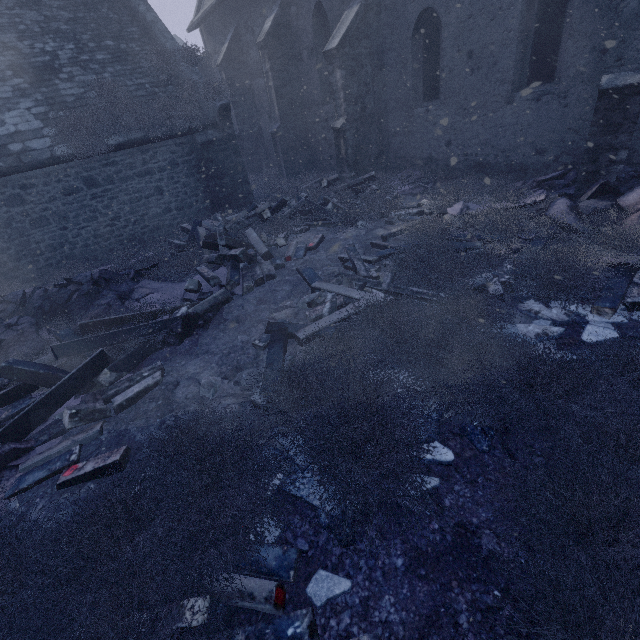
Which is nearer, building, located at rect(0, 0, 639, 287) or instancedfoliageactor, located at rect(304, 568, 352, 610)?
instancedfoliageactor, located at rect(304, 568, 352, 610)

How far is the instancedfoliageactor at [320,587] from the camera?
2.2 meters

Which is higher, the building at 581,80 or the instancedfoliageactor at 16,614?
the building at 581,80

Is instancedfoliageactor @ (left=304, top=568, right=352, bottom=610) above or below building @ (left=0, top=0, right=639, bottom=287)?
below

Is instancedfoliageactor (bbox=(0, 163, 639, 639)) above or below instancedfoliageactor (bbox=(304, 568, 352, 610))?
above

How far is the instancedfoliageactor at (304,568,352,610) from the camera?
2.2m

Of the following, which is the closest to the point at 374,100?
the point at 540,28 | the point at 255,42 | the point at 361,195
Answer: the point at 361,195
